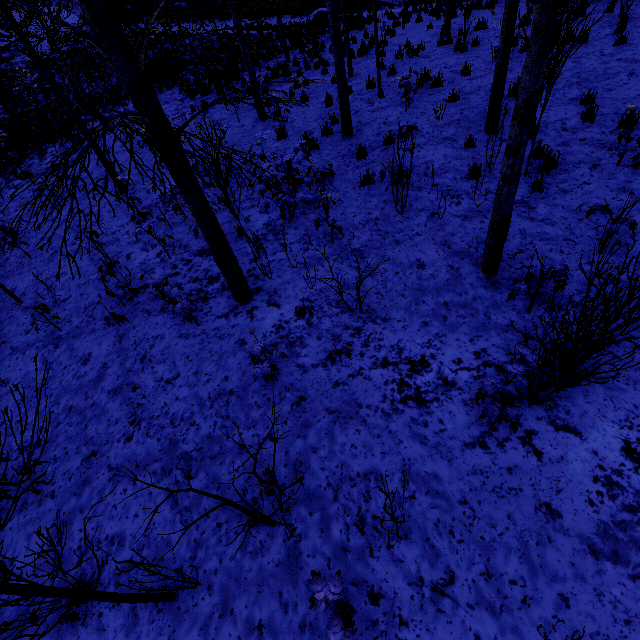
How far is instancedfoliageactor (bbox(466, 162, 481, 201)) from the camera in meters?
5.6

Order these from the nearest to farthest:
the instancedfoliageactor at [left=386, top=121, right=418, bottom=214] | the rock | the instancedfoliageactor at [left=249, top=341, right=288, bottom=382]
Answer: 1. the instancedfoliageactor at [left=249, top=341, right=288, bottom=382]
2. the instancedfoliageactor at [left=386, top=121, right=418, bottom=214]
3. the rock

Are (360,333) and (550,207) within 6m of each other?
yes

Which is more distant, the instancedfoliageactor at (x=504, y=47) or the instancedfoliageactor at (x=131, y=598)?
the instancedfoliageactor at (x=504, y=47)

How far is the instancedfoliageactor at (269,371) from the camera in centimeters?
378cm

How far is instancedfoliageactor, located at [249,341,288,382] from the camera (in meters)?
3.78

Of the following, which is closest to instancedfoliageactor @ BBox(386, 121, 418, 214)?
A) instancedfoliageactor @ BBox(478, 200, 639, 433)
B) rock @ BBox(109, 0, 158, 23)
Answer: instancedfoliageactor @ BBox(478, 200, 639, 433)
